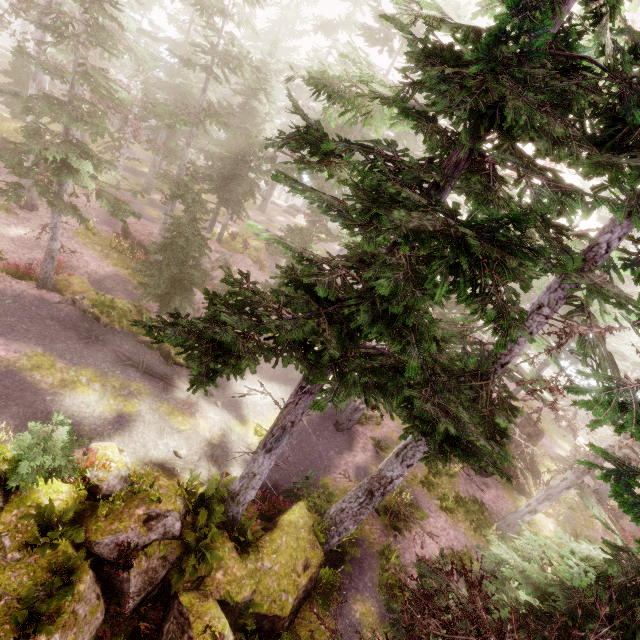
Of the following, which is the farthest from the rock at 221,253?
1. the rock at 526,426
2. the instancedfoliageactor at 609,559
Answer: the rock at 526,426

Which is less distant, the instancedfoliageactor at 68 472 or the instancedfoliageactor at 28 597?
the instancedfoliageactor at 28 597

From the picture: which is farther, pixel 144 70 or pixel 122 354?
pixel 144 70

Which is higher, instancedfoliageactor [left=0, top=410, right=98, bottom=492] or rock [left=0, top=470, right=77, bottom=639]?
instancedfoliageactor [left=0, top=410, right=98, bottom=492]

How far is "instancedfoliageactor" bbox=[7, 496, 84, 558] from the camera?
7.23m

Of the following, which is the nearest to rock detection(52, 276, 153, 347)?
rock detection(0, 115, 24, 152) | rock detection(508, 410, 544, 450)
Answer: rock detection(0, 115, 24, 152)

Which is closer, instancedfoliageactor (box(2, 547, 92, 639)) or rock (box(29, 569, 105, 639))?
instancedfoliageactor (box(2, 547, 92, 639))

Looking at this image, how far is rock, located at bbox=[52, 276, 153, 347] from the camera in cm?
1425
